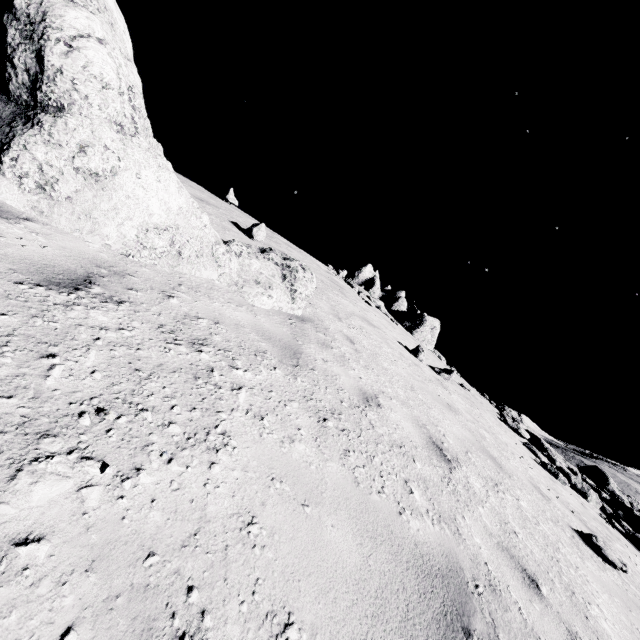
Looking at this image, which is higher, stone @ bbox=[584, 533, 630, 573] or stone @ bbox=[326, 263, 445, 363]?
stone @ bbox=[326, 263, 445, 363]

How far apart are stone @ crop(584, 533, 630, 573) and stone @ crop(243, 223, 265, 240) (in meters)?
9.50

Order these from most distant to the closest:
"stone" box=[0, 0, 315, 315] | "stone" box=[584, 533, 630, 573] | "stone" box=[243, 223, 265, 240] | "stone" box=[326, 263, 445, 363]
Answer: "stone" box=[326, 263, 445, 363] < "stone" box=[243, 223, 265, 240] < "stone" box=[584, 533, 630, 573] < "stone" box=[0, 0, 315, 315]

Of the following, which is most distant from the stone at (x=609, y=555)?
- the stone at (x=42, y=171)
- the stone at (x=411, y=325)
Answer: the stone at (x=411, y=325)

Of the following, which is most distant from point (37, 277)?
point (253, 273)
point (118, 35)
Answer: point (118, 35)

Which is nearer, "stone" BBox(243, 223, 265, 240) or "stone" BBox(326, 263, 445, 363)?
"stone" BBox(243, 223, 265, 240)

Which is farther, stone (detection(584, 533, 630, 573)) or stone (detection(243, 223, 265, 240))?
stone (detection(243, 223, 265, 240))

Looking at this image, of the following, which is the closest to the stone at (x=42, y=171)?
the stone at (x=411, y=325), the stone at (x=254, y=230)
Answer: the stone at (x=254, y=230)
